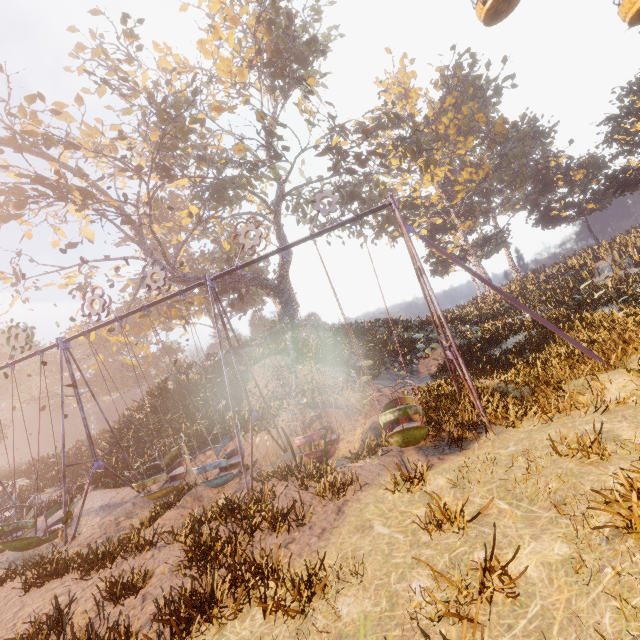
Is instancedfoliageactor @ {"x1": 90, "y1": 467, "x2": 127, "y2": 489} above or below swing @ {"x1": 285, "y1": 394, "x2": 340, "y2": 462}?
above

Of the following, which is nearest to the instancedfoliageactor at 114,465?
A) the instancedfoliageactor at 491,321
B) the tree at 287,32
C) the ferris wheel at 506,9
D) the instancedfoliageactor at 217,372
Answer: the instancedfoliageactor at 217,372

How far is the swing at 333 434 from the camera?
8.22m

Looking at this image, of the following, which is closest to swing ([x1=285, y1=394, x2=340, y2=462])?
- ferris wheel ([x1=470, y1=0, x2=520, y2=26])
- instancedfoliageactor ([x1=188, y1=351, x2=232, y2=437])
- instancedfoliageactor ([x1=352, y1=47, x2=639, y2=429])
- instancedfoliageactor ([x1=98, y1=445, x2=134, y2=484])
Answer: instancedfoliageactor ([x1=98, y1=445, x2=134, y2=484])

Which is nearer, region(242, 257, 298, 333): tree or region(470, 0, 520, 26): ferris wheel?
region(470, 0, 520, 26): ferris wheel

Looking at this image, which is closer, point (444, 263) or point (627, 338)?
point (627, 338)

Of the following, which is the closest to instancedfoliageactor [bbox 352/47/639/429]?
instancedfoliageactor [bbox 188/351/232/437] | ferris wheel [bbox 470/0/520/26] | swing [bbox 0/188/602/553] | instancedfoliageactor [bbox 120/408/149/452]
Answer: instancedfoliageactor [bbox 188/351/232/437]

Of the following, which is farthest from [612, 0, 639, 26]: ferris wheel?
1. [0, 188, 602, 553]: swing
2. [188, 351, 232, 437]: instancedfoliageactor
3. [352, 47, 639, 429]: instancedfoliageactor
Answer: [188, 351, 232, 437]: instancedfoliageactor
